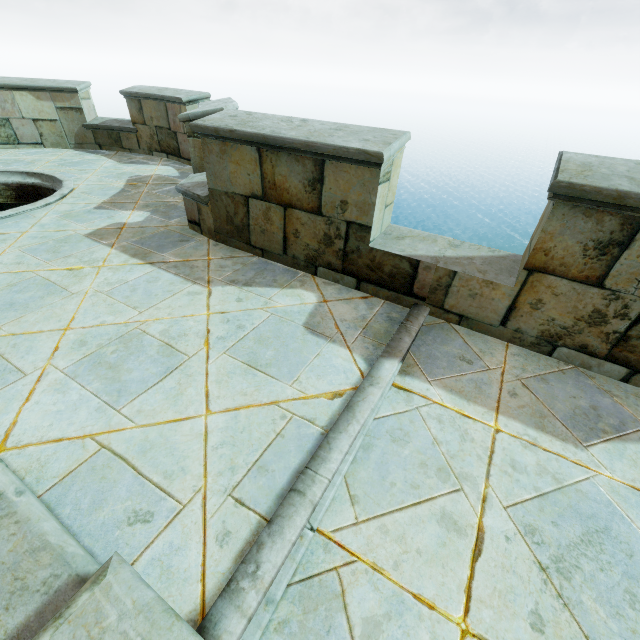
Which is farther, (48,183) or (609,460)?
(48,183)
